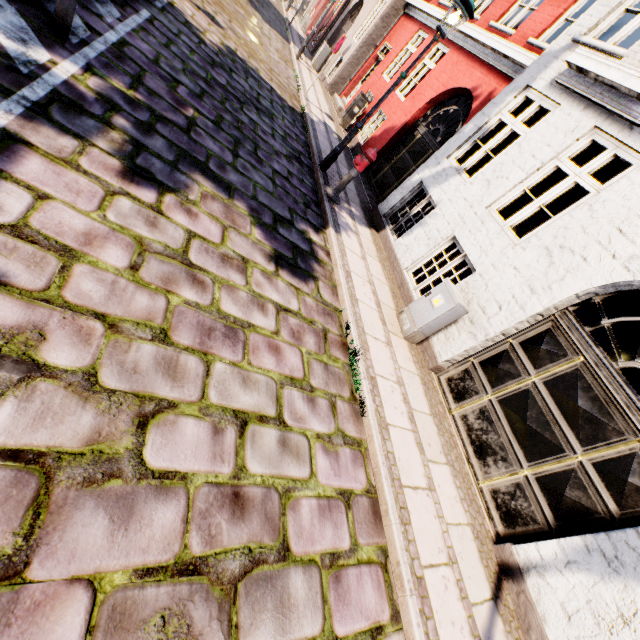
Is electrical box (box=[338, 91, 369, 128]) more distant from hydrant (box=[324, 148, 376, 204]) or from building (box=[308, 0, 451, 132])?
hydrant (box=[324, 148, 376, 204])

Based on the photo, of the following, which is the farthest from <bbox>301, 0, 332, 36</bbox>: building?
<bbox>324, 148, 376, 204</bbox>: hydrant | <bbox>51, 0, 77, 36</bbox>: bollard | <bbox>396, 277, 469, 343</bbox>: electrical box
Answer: <bbox>51, 0, 77, 36</bbox>: bollard

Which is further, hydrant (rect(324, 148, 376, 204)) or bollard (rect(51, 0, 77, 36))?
hydrant (rect(324, 148, 376, 204))

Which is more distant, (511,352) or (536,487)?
(511,352)

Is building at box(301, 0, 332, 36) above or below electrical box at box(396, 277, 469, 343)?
above

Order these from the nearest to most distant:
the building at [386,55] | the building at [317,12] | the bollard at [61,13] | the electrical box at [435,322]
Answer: the bollard at [61,13] < the electrical box at [435,322] < the building at [386,55] < the building at [317,12]

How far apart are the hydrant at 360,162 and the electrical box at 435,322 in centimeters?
277cm

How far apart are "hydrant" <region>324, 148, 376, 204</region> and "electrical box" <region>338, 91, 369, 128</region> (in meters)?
6.80
